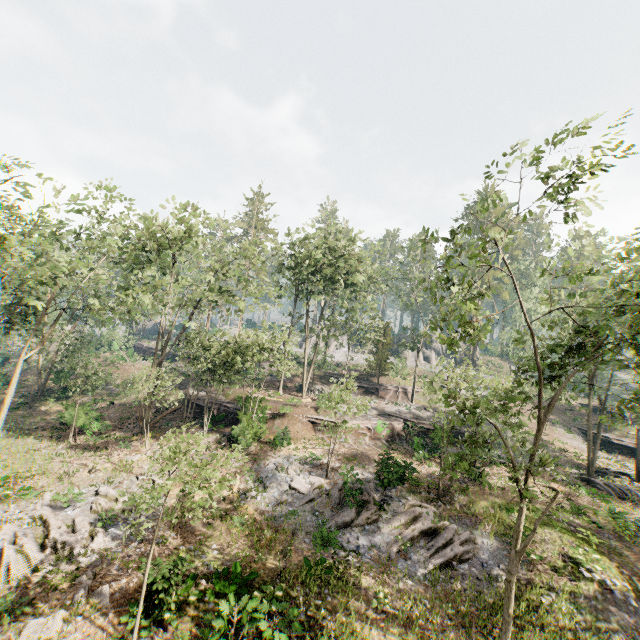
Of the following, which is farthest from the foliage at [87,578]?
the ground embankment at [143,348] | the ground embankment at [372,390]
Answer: the ground embankment at [143,348]

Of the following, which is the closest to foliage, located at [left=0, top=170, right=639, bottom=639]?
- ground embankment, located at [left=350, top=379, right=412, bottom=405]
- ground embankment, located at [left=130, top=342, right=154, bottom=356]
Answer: ground embankment, located at [left=350, top=379, right=412, bottom=405]

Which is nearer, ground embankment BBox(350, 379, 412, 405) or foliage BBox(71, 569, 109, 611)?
foliage BBox(71, 569, 109, 611)

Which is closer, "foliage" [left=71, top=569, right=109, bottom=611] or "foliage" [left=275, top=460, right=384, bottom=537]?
"foliage" [left=71, top=569, right=109, bottom=611]

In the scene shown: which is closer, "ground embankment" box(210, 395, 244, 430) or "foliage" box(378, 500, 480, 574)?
"foliage" box(378, 500, 480, 574)

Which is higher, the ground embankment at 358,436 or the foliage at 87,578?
the ground embankment at 358,436

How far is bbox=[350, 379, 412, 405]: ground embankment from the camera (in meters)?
40.16

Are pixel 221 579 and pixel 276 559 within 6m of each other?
yes
